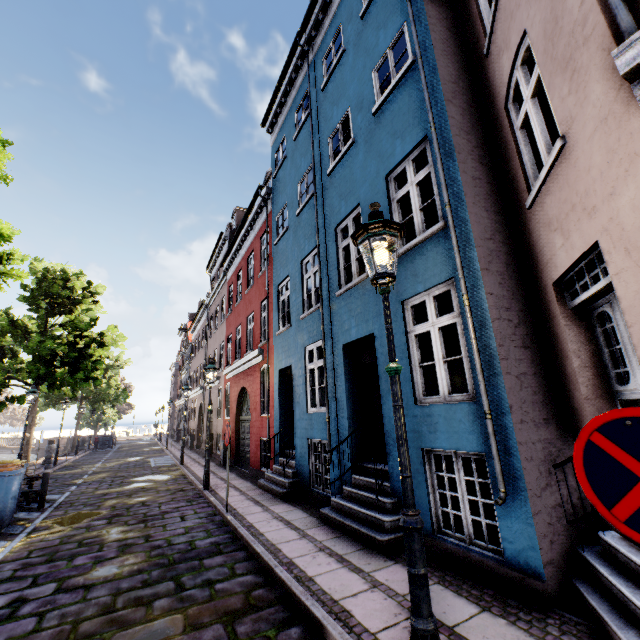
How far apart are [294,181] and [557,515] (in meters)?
10.59

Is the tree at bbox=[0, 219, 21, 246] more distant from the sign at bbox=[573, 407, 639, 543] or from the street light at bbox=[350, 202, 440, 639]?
the sign at bbox=[573, 407, 639, 543]

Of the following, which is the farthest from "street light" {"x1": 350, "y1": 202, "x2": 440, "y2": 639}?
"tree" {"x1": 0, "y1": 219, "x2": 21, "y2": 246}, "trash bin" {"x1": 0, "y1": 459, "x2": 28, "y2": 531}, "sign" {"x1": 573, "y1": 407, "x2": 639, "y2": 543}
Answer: "trash bin" {"x1": 0, "y1": 459, "x2": 28, "y2": 531}

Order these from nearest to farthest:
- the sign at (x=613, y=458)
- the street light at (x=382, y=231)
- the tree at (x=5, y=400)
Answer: the sign at (x=613, y=458) → the street light at (x=382, y=231) → the tree at (x=5, y=400)

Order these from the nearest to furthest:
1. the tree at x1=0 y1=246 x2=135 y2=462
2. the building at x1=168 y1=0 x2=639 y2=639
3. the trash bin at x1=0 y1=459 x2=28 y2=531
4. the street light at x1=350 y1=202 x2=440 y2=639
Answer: the street light at x1=350 y1=202 x2=440 y2=639, the building at x1=168 y1=0 x2=639 y2=639, the trash bin at x1=0 y1=459 x2=28 y2=531, the tree at x1=0 y1=246 x2=135 y2=462

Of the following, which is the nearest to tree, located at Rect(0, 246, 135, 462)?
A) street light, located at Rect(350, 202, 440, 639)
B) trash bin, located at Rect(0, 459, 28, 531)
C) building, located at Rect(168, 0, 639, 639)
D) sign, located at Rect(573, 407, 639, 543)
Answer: trash bin, located at Rect(0, 459, 28, 531)

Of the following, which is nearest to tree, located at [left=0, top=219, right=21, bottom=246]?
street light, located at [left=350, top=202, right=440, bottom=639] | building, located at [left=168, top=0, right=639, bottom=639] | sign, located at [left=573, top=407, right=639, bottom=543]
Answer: building, located at [left=168, top=0, right=639, bottom=639]

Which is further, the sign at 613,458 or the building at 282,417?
the building at 282,417
